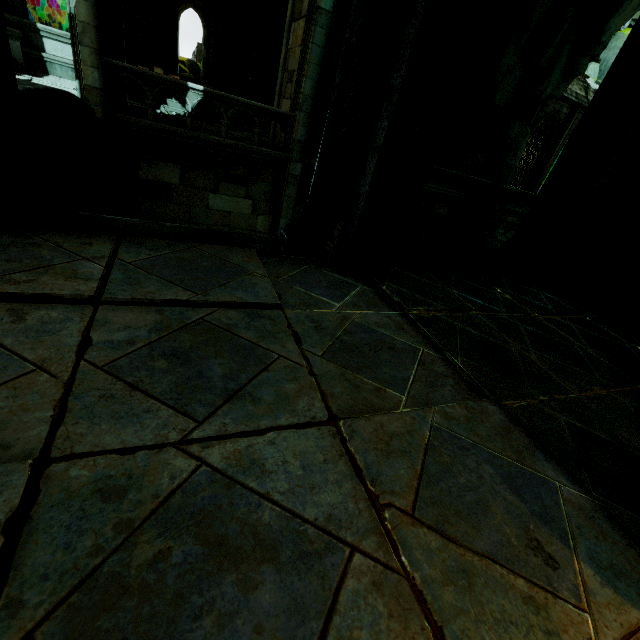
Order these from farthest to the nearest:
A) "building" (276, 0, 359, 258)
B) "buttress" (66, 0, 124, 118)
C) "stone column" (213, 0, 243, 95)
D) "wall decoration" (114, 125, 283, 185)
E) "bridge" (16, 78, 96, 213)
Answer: "stone column" (213, 0, 243, 95), "wall decoration" (114, 125, 283, 185), "buttress" (66, 0, 124, 118), "bridge" (16, 78, 96, 213), "building" (276, 0, 359, 258)

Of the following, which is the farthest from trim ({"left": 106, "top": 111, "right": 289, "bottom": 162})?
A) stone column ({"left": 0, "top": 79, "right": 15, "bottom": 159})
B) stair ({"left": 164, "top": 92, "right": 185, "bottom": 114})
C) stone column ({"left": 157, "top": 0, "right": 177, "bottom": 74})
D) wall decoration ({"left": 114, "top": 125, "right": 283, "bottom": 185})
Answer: stone column ({"left": 0, "top": 79, "right": 15, "bottom": 159})

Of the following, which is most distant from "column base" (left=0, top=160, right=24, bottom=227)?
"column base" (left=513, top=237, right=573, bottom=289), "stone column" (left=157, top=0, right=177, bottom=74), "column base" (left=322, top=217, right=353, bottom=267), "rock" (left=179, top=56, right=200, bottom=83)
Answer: "stone column" (left=157, top=0, right=177, bottom=74)

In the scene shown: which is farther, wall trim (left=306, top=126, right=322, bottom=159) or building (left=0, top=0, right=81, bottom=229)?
wall trim (left=306, top=126, right=322, bottom=159)

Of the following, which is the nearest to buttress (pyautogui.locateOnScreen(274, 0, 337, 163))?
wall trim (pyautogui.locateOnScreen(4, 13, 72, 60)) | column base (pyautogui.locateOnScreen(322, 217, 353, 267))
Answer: wall trim (pyautogui.locateOnScreen(4, 13, 72, 60))

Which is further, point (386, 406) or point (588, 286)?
point (588, 286)

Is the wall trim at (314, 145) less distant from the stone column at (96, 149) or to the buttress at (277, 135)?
the buttress at (277, 135)

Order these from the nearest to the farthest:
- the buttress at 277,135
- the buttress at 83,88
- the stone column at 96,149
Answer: the buttress at 83,88 → the stone column at 96,149 → the buttress at 277,135
